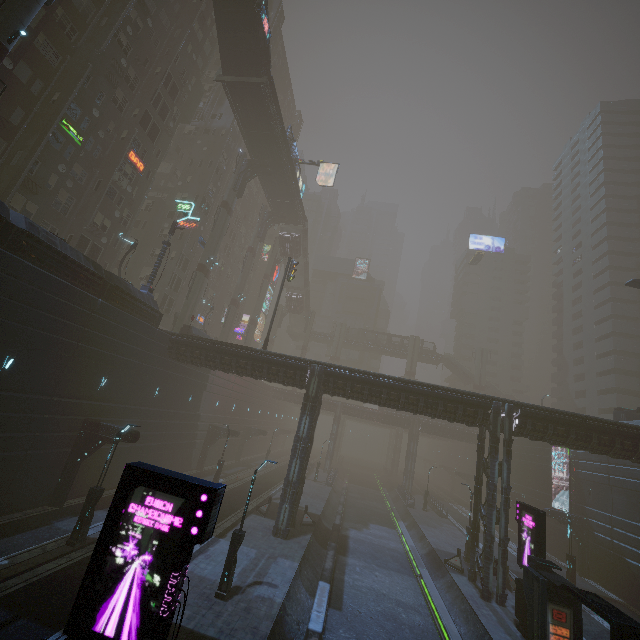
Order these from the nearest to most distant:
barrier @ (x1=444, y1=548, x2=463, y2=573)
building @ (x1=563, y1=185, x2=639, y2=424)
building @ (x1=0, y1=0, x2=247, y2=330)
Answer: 1. building @ (x1=0, y1=0, x2=247, y2=330)
2. barrier @ (x1=444, y1=548, x2=463, y2=573)
3. building @ (x1=563, y1=185, x2=639, y2=424)

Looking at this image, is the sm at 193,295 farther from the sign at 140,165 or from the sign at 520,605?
the sign at 520,605

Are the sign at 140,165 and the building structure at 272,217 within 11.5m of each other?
no

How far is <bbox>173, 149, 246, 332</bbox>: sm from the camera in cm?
3622

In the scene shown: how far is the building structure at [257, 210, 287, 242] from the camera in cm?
5145

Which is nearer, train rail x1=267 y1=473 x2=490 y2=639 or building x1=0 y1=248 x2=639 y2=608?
train rail x1=267 y1=473 x2=490 y2=639

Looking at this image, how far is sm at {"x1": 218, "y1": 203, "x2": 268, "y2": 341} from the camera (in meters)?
46.56

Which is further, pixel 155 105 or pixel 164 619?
pixel 155 105
